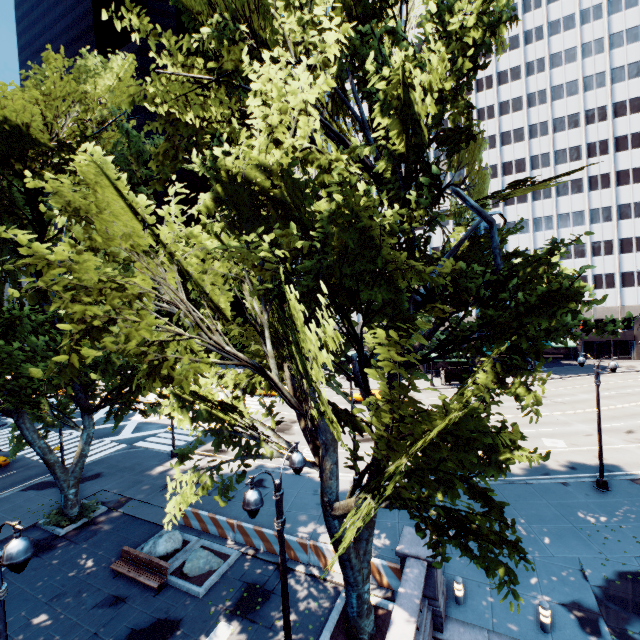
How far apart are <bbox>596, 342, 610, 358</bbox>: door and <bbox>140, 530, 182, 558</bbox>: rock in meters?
66.9

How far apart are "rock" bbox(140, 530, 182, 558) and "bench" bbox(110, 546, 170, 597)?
0.6m

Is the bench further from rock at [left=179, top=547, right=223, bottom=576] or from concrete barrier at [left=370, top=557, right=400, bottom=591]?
concrete barrier at [left=370, top=557, right=400, bottom=591]

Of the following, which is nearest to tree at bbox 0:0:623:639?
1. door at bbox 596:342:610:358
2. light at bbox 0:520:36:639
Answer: light at bbox 0:520:36:639

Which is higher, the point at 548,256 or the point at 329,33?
the point at 548,256

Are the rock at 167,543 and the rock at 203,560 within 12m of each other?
yes

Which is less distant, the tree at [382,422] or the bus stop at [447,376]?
the tree at [382,422]

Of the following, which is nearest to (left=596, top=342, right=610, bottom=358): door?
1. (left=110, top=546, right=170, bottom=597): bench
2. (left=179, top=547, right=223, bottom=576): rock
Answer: (left=179, top=547, right=223, bottom=576): rock
